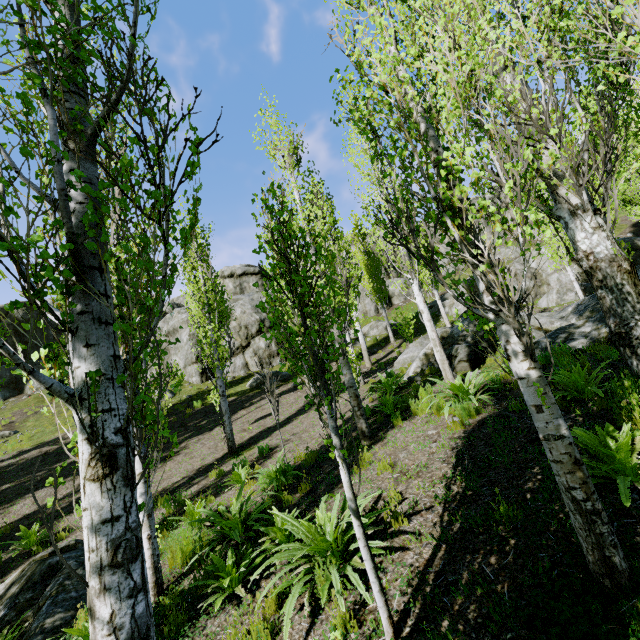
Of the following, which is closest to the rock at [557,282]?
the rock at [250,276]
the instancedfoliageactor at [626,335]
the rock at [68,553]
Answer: the instancedfoliageactor at [626,335]

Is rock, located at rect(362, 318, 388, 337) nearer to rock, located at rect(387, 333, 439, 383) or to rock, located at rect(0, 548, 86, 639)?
rock, located at rect(387, 333, 439, 383)

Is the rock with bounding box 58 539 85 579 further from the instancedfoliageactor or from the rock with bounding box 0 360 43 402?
the rock with bounding box 0 360 43 402

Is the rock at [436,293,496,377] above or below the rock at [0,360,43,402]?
below

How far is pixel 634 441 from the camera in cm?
340

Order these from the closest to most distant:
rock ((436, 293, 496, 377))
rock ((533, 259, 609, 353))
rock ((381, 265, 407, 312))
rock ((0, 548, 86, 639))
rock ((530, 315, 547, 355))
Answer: rock ((0, 548, 86, 639))
rock ((533, 259, 609, 353))
rock ((530, 315, 547, 355))
rock ((436, 293, 496, 377))
rock ((381, 265, 407, 312))

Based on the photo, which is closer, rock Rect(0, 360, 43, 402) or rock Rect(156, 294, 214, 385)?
rock Rect(156, 294, 214, 385)

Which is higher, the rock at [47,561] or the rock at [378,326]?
the rock at [378,326]
